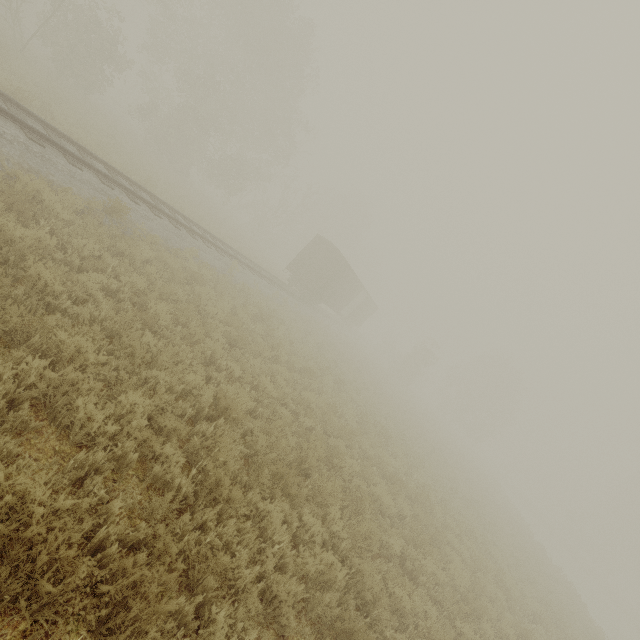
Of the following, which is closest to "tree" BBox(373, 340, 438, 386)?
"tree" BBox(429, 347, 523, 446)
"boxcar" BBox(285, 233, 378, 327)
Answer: "boxcar" BBox(285, 233, 378, 327)

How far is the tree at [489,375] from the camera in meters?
46.9

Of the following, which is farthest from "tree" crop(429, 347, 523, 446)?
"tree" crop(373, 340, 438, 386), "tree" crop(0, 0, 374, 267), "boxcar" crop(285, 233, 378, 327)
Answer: "tree" crop(0, 0, 374, 267)

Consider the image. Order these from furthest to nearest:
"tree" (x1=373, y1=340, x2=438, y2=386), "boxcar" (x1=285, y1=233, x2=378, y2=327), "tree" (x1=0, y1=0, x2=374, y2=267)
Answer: "tree" (x1=373, y1=340, x2=438, y2=386), "boxcar" (x1=285, y1=233, x2=378, y2=327), "tree" (x1=0, y1=0, x2=374, y2=267)

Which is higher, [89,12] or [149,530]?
[89,12]

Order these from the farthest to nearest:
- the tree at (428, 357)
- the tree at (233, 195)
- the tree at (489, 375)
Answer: the tree at (489, 375) < the tree at (428, 357) < the tree at (233, 195)

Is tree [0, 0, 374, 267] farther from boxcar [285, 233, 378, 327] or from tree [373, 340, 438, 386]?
boxcar [285, 233, 378, 327]
